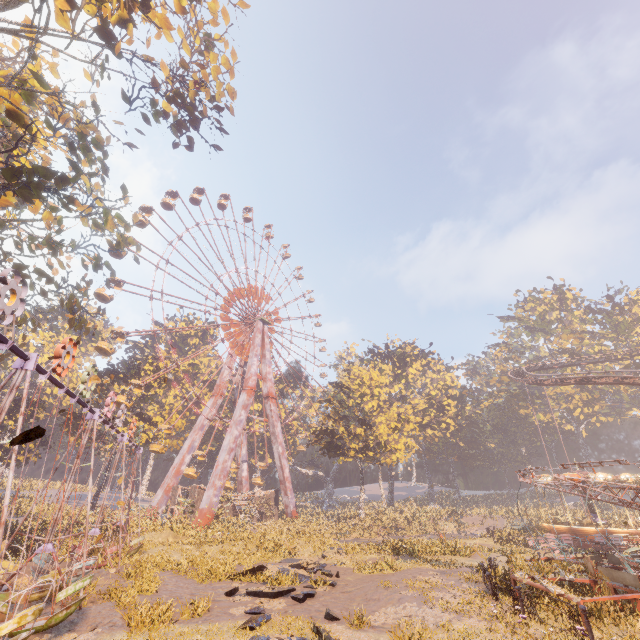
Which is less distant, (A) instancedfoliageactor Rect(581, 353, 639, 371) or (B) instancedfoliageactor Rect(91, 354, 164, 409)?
(B) instancedfoliageactor Rect(91, 354, 164, 409)

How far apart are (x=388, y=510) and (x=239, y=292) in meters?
40.7 m

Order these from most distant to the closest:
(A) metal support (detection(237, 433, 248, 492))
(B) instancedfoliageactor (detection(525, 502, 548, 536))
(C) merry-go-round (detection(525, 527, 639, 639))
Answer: (A) metal support (detection(237, 433, 248, 492)) → (B) instancedfoliageactor (detection(525, 502, 548, 536)) → (C) merry-go-round (detection(525, 527, 639, 639))

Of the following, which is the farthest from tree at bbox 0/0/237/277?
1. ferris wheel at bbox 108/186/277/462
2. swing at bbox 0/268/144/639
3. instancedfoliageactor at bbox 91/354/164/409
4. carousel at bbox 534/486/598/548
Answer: carousel at bbox 534/486/598/548

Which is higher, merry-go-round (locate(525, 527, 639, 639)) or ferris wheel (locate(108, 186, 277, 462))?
ferris wheel (locate(108, 186, 277, 462))

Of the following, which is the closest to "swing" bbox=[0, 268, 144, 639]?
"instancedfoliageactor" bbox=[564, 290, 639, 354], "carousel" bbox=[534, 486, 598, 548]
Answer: "carousel" bbox=[534, 486, 598, 548]

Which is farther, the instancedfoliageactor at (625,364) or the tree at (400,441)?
the instancedfoliageactor at (625,364)

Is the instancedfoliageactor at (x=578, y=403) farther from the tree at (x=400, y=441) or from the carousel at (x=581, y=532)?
the tree at (x=400, y=441)
